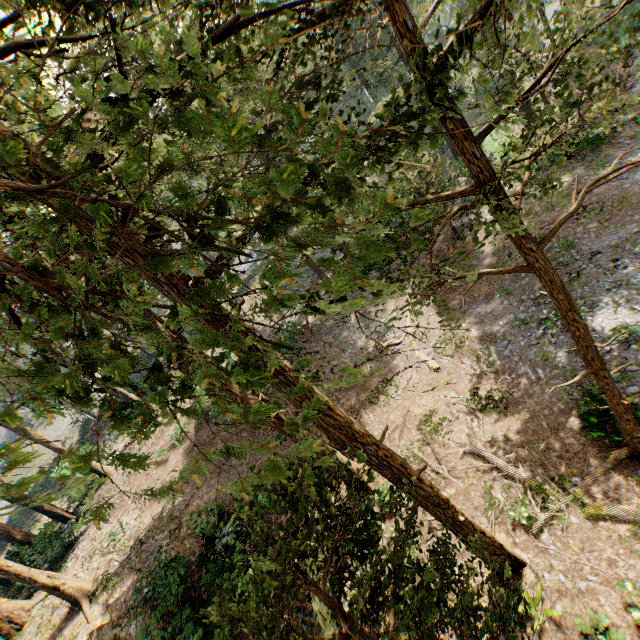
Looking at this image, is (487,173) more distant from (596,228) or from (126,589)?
(126,589)

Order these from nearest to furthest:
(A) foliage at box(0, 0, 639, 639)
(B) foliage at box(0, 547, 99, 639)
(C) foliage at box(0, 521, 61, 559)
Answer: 1. (A) foliage at box(0, 0, 639, 639)
2. (B) foliage at box(0, 547, 99, 639)
3. (C) foliage at box(0, 521, 61, 559)

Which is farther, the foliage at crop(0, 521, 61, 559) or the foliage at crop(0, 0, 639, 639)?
the foliage at crop(0, 521, 61, 559)

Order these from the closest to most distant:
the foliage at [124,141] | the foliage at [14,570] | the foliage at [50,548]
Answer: the foliage at [124,141] → the foliage at [14,570] → the foliage at [50,548]

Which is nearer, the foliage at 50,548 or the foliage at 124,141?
the foliage at 124,141
